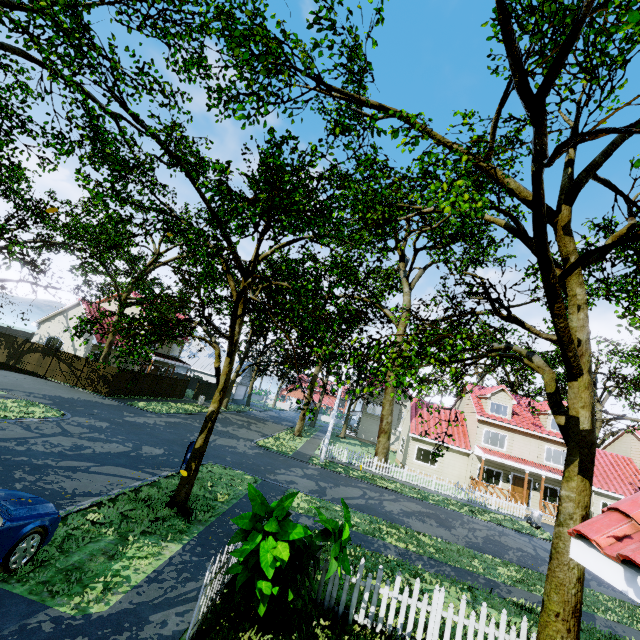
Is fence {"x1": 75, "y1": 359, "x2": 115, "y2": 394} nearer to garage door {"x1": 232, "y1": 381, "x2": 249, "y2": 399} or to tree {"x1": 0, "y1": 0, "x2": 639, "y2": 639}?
tree {"x1": 0, "y1": 0, "x2": 639, "y2": 639}

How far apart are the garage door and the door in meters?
37.1

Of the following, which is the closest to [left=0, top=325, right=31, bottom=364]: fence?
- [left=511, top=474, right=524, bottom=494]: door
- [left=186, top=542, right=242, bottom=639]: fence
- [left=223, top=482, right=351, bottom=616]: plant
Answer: [left=186, top=542, right=242, bottom=639]: fence

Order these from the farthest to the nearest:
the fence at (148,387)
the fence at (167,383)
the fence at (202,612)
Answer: the fence at (167,383) < the fence at (148,387) < the fence at (202,612)

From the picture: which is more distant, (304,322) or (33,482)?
(304,322)

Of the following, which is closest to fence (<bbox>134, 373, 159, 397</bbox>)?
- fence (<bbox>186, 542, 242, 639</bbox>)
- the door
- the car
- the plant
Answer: fence (<bbox>186, 542, 242, 639</bbox>)

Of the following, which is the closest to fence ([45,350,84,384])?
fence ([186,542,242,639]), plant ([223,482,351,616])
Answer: fence ([186,542,242,639])

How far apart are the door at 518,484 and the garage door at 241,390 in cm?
3707
